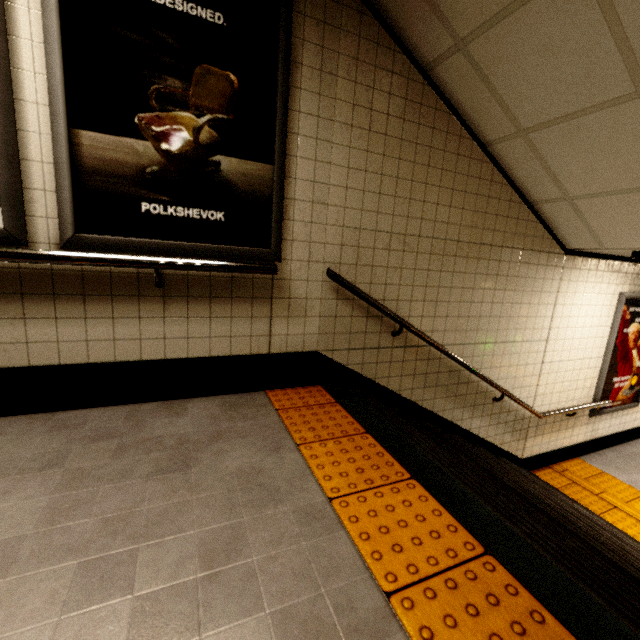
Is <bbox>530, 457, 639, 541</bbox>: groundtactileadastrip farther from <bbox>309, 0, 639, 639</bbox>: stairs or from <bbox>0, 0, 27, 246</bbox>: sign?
<bbox>0, 0, 27, 246</bbox>: sign

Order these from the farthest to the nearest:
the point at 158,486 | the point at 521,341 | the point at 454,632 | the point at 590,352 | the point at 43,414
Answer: the point at 590,352 < the point at 521,341 < the point at 43,414 < the point at 158,486 < the point at 454,632

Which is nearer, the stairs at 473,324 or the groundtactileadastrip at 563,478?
the stairs at 473,324

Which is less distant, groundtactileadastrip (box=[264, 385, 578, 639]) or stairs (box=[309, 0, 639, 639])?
groundtactileadastrip (box=[264, 385, 578, 639])

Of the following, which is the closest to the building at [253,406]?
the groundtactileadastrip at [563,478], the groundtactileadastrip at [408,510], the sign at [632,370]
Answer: the groundtactileadastrip at [408,510]

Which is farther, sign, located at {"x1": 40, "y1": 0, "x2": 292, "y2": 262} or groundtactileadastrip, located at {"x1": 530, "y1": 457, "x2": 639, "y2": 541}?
groundtactileadastrip, located at {"x1": 530, "y1": 457, "x2": 639, "y2": 541}

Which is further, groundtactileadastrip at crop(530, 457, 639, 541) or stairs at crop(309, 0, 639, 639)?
groundtactileadastrip at crop(530, 457, 639, 541)

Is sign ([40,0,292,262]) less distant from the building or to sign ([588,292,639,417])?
the building
